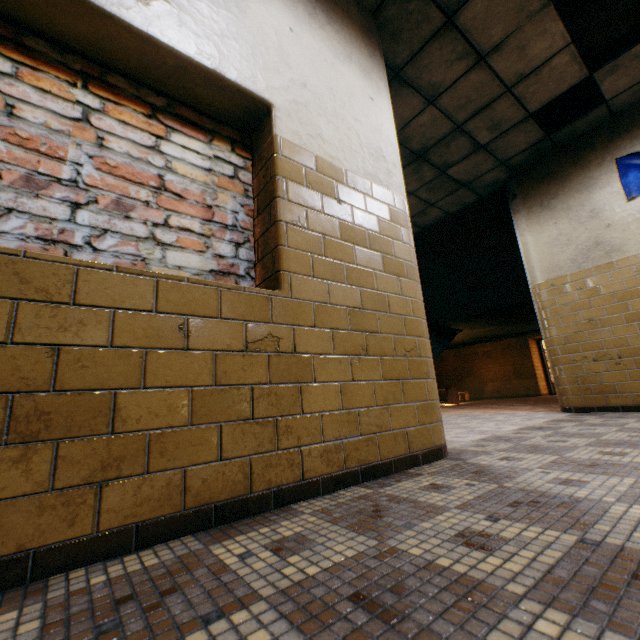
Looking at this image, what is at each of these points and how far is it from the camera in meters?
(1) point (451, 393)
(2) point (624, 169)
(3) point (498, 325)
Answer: (1) student desk, 10.7 m
(2) banner, 4.4 m
(3) stairs, 10.6 m

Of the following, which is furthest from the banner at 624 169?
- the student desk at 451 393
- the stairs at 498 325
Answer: the student desk at 451 393

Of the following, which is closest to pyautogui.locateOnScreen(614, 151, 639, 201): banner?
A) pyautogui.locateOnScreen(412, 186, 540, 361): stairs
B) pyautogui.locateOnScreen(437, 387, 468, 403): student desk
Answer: pyautogui.locateOnScreen(412, 186, 540, 361): stairs

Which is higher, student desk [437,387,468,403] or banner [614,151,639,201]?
banner [614,151,639,201]

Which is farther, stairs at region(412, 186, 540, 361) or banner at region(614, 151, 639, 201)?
stairs at region(412, 186, 540, 361)

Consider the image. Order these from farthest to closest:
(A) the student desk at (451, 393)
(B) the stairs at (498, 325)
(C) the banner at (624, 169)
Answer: (A) the student desk at (451, 393), (B) the stairs at (498, 325), (C) the banner at (624, 169)

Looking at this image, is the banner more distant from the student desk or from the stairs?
the student desk
